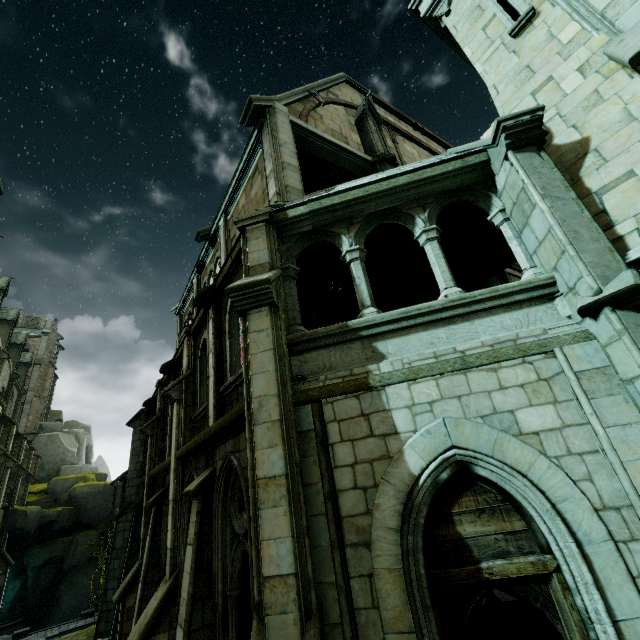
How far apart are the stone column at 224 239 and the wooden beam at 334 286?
2.4 meters

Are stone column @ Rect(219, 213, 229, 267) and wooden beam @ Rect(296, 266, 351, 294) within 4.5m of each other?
yes

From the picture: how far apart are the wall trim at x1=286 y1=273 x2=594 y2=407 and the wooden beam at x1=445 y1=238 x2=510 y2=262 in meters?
5.0 m

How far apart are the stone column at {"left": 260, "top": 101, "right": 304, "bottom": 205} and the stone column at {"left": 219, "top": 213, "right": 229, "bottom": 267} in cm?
328

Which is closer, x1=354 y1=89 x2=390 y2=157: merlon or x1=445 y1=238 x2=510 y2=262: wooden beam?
x1=445 y1=238 x2=510 y2=262: wooden beam

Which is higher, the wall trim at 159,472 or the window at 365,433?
the wall trim at 159,472

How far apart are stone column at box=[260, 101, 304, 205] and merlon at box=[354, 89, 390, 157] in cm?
317

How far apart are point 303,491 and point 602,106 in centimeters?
708cm
